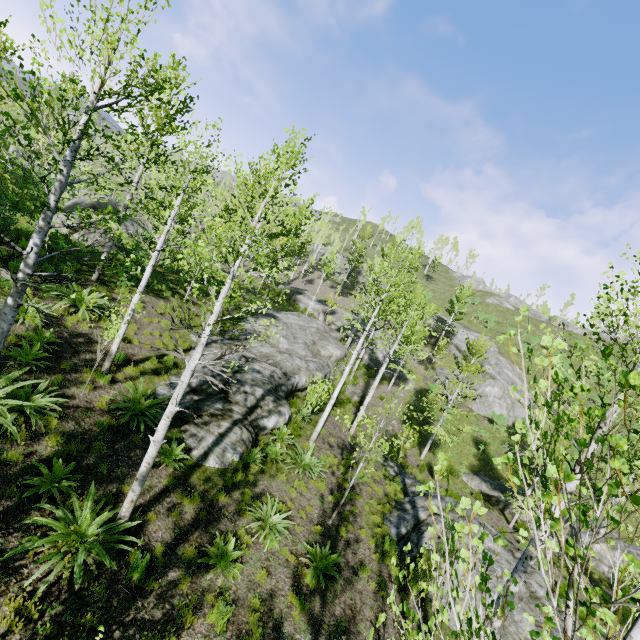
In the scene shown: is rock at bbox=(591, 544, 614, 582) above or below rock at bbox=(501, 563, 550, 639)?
below

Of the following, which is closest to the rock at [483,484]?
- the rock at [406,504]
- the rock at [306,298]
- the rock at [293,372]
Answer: the rock at [406,504]

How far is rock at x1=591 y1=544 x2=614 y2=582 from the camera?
17.03m

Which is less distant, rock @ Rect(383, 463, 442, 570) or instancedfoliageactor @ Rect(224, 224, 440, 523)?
instancedfoliageactor @ Rect(224, 224, 440, 523)

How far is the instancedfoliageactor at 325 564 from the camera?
7.5 meters

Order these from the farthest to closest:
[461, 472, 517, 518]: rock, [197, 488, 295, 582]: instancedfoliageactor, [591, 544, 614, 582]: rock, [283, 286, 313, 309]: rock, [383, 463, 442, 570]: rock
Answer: [283, 286, 313, 309]: rock
[461, 472, 517, 518]: rock
[591, 544, 614, 582]: rock
[383, 463, 442, 570]: rock
[197, 488, 295, 582]: instancedfoliageactor

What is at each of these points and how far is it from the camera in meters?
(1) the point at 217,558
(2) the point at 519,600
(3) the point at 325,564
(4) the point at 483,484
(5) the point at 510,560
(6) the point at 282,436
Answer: (1) instancedfoliageactor, 6.8 m
(2) rock, 10.2 m
(3) instancedfoliageactor, 7.7 m
(4) rock, 21.2 m
(5) rock, 11.4 m
(6) instancedfoliageactor, 12.4 m

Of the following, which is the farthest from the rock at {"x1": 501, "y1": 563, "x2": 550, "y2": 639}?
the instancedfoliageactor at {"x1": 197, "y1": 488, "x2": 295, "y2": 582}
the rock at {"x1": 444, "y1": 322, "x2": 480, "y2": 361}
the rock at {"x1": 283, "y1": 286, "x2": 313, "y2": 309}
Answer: the rock at {"x1": 444, "y1": 322, "x2": 480, "y2": 361}
